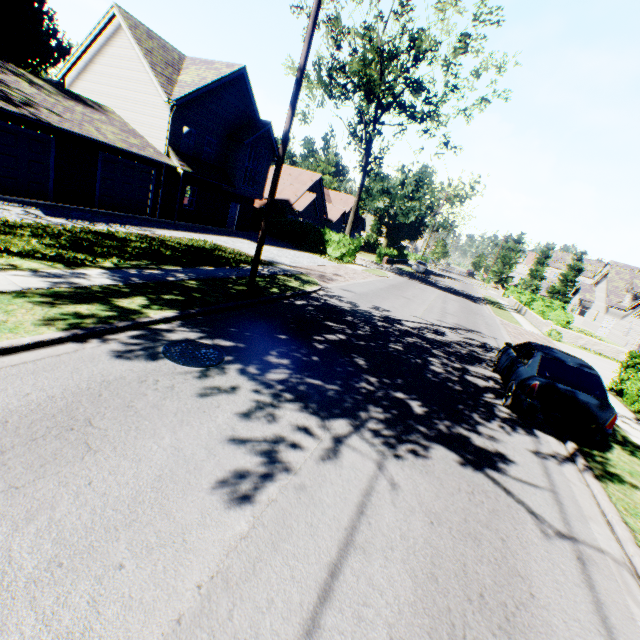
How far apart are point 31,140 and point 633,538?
22.94m

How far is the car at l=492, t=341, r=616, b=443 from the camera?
6.8 meters

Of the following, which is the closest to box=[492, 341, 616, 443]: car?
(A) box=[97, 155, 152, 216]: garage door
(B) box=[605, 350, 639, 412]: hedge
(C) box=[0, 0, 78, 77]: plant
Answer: (B) box=[605, 350, 639, 412]: hedge

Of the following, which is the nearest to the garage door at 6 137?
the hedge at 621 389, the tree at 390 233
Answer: the tree at 390 233

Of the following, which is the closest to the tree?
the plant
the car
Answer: the car

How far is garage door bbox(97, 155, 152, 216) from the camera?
17.64m

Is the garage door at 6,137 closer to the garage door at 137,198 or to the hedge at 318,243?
the garage door at 137,198

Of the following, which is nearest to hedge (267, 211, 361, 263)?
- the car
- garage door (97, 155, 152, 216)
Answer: garage door (97, 155, 152, 216)
